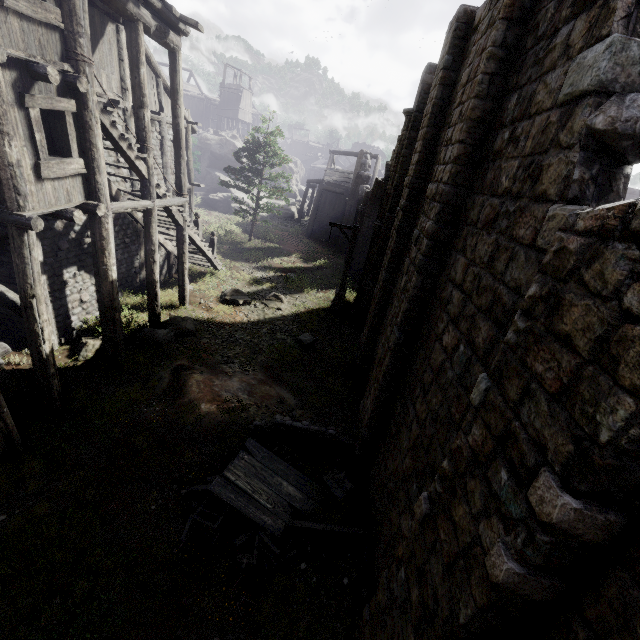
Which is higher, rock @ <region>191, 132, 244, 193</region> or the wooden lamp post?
rock @ <region>191, 132, 244, 193</region>

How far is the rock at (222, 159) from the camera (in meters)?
34.94

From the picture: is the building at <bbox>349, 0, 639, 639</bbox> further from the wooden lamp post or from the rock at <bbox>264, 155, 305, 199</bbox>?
the wooden lamp post

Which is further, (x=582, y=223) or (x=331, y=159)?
(x=331, y=159)

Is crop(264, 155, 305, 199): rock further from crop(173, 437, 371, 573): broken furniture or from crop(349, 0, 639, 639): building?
crop(173, 437, 371, 573): broken furniture

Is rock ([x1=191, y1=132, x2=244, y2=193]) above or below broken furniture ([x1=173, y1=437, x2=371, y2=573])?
above

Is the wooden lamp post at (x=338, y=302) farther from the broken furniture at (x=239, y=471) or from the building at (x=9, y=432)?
the broken furniture at (x=239, y=471)

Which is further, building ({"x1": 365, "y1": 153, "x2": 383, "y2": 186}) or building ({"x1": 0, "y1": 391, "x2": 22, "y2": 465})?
building ({"x1": 365, "y1": 153, "x2": 383, "y2": 186})
